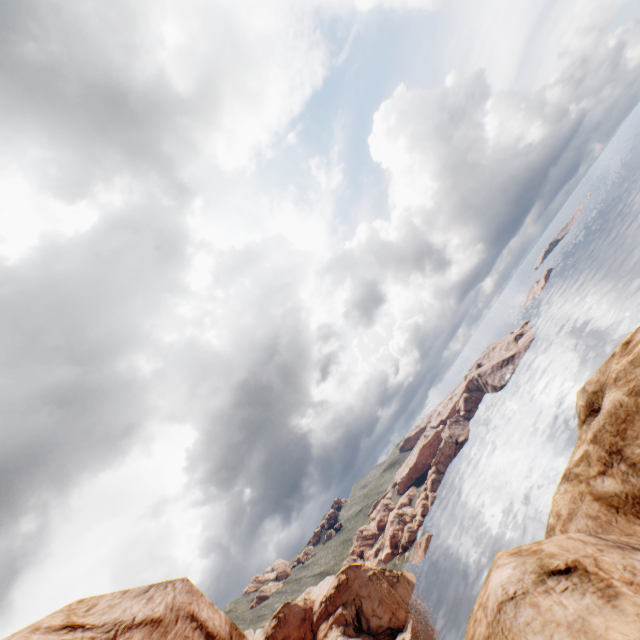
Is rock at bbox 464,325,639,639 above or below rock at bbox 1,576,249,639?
below

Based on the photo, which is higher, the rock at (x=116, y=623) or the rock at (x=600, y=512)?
the rock at (x=116, y=623)

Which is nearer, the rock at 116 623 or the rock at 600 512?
the rock at 600 512

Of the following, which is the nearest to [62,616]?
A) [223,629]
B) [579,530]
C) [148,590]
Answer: [148,590]

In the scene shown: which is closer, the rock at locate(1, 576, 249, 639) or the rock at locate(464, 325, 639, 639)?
the rock at locate(464, 325, 639, 639)
